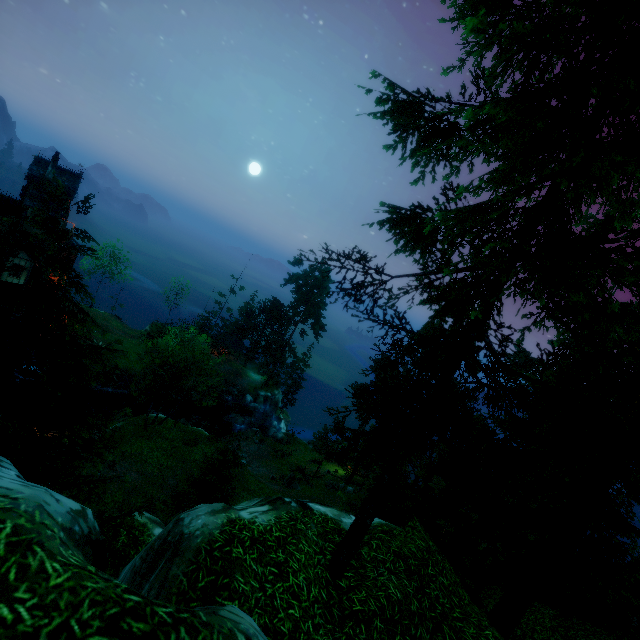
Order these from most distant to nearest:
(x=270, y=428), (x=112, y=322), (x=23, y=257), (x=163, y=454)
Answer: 1. (x=112, y=322)
2. (x=270, y=428)
3. (x=23, y=257)
4. (x=163, y=454)

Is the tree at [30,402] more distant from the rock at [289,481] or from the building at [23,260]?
the building at [23,260]

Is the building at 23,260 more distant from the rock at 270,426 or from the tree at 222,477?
the rock at 270,426

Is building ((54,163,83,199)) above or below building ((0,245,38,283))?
above

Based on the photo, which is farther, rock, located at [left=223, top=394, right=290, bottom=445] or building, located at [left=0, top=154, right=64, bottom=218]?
rock, located at [left=223, top=394, right=290, bottom=445]

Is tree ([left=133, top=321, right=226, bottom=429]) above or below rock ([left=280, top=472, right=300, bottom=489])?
above

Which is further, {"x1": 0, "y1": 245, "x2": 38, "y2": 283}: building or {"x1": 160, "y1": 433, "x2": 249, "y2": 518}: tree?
{"x1": 0, "y1": 245, "x2": 38, "y2": 283}: building

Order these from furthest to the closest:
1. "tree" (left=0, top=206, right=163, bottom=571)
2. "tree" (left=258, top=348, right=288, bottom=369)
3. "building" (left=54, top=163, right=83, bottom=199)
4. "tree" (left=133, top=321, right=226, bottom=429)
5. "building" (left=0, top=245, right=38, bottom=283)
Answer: "tree" (left=258, top=348, right=288, bottom=369), "building" (left=54, top=163, right=83, bottom=199), "building" (left=0, top=245, right=38, bottom=283), "tree" (left=133, top=321, right=226, bottom=429), "tree" (left=0, top=206, right=163, bottom=571)
